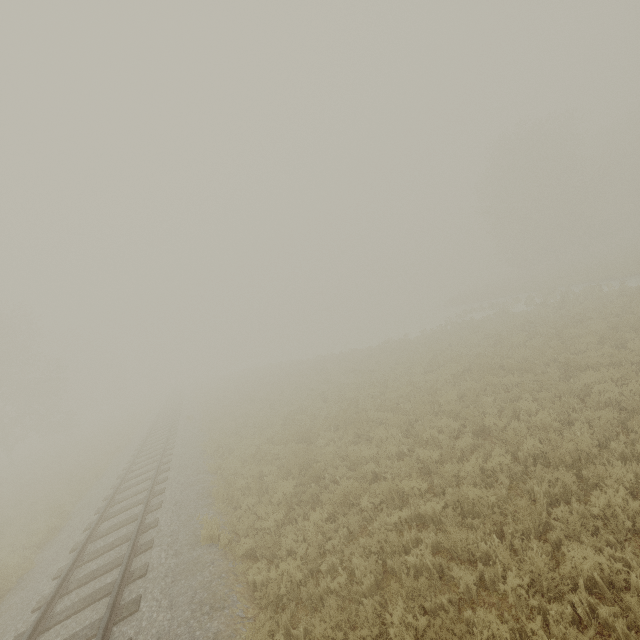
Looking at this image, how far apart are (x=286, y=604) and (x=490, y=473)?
4.9 meters
